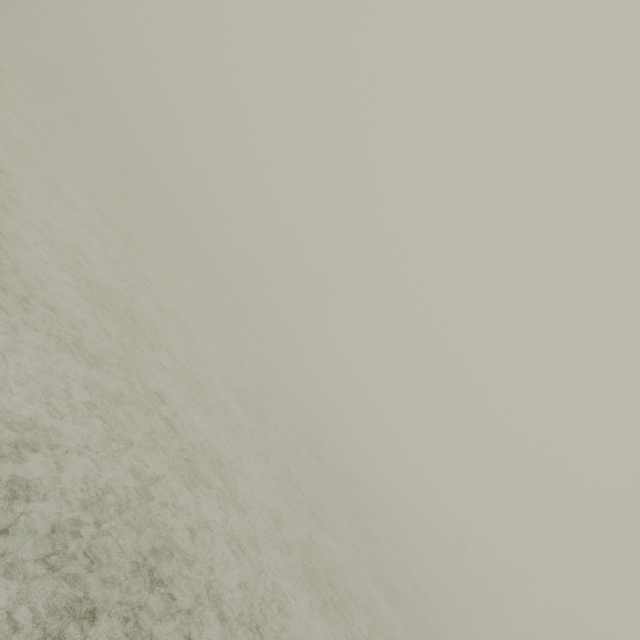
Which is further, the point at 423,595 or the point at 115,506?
the point at 423,595
